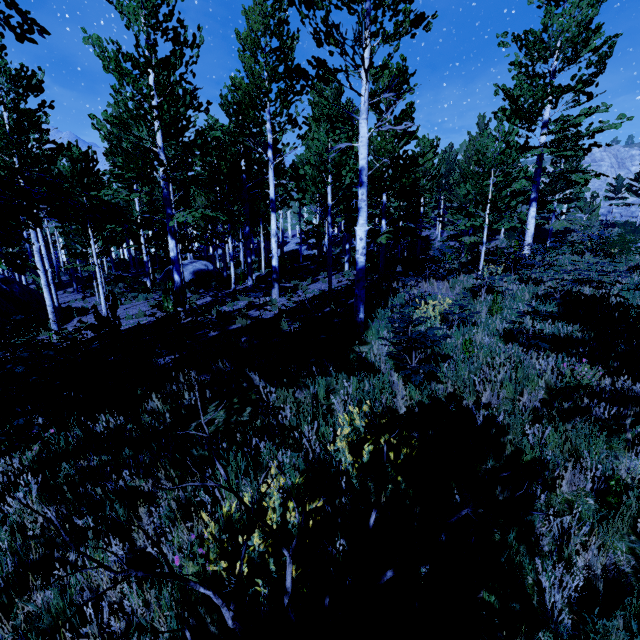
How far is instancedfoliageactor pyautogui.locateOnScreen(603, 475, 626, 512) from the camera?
2.57m

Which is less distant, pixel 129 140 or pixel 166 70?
pixel 166 70

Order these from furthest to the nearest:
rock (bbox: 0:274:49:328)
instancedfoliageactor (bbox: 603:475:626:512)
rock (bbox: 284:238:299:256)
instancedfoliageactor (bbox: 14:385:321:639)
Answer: rock (bbox: 284:238:299:256), rock (bbox: 0:274:49:328), instancedfoliageactor (bbox: 603:475:626:512), instancedfoliageactor (bbox: 14:385:321:639)

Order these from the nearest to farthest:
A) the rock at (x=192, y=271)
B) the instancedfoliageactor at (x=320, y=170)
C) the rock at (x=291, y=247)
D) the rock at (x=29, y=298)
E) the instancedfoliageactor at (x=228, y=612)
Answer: the instancedfoliageactor at (x=228, y=612) < the instancedfoliageactor at (x=320, y=170) < the rock at (x=29, y=298) < the rock at (x=192, y=271) < the rock at (x=291, y=247)

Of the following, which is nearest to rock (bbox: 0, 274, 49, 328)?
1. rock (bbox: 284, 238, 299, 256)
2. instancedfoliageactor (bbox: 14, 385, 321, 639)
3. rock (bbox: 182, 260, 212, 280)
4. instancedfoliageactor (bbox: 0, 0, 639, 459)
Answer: instancedfoliageactor (bbox: 0, 0, 639, 459)

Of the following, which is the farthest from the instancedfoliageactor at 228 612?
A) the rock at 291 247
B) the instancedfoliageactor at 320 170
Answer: the rock at 291 247

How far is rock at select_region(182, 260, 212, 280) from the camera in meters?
23.8 m

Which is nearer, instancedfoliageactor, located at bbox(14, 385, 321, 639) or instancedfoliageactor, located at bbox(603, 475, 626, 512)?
instancedfoliageactor, located at bbox(14, 385, 321, 639)
